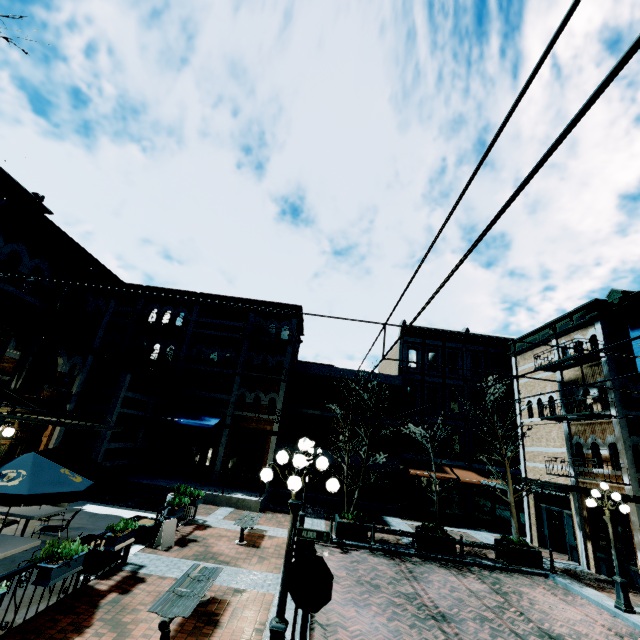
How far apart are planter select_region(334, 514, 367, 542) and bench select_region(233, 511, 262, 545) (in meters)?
3.19

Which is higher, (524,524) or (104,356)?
(104,356)

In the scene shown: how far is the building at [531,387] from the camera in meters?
17.9

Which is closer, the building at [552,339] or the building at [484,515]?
the building at [552,339]

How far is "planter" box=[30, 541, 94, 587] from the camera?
5.65m

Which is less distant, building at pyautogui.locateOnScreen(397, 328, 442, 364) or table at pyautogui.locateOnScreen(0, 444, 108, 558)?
table at pyautogui.locateOnScreen(0, 444, 108, 558)

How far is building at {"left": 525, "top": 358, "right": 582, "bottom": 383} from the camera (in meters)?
16.25

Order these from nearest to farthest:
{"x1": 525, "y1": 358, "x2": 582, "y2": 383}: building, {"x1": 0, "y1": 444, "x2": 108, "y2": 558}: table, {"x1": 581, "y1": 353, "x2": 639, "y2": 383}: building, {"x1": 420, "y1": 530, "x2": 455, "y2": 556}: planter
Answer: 1. {"x1": 0, "y1": 444, "x2": 108, "y2": 558}: table
2. {"x1": 420, "y1": 530, "x2": 455, "y2": 556}: planter
3. {"x1": 581, "y1": 353, "x2": 639, "y2": 383}: building
4. {"x1": 525, "y1": 358, "x2": 582, "y2": 383}: building
